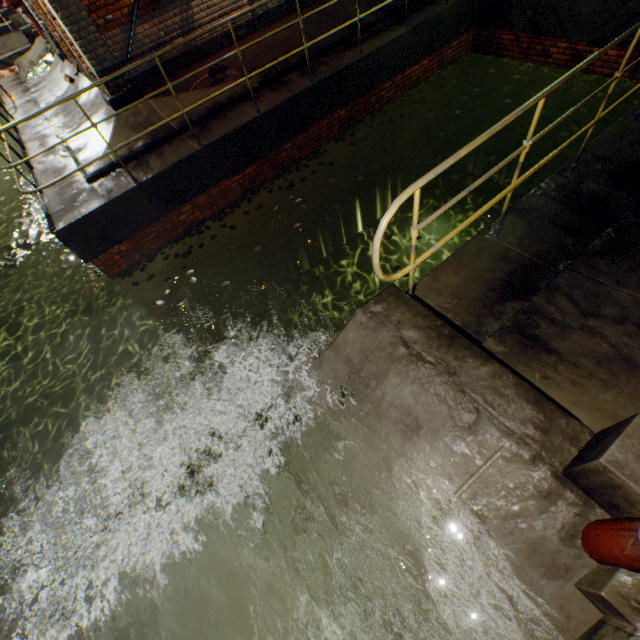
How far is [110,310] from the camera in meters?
11.2

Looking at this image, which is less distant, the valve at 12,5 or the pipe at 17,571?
the pipe at 17,571

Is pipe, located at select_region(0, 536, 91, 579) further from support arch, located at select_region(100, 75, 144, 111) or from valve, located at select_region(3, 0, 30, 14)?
valve, located at select_region(3, 0, 30, 14)

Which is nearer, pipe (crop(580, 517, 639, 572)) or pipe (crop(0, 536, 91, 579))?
pipe (crop(580, 517, 639, 572))

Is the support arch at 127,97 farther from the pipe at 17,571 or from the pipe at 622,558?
the pipe at 622,558

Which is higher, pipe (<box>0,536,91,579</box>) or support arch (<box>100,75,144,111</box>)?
support arch (<box>100,75,144,111</box>)

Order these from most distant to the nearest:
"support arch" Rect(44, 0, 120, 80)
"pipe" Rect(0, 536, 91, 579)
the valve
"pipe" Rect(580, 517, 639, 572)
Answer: the valve < "pipe" Rect(0, 536, 91, 579) < "support arch" Rect(44, 0, 120, 80) < "pipe" Rect(580, 517, 639, 572)

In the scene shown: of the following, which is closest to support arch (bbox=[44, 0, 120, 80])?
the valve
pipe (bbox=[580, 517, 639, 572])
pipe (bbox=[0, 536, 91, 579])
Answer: pipe (bbox=[0, 536, 91, 579])
